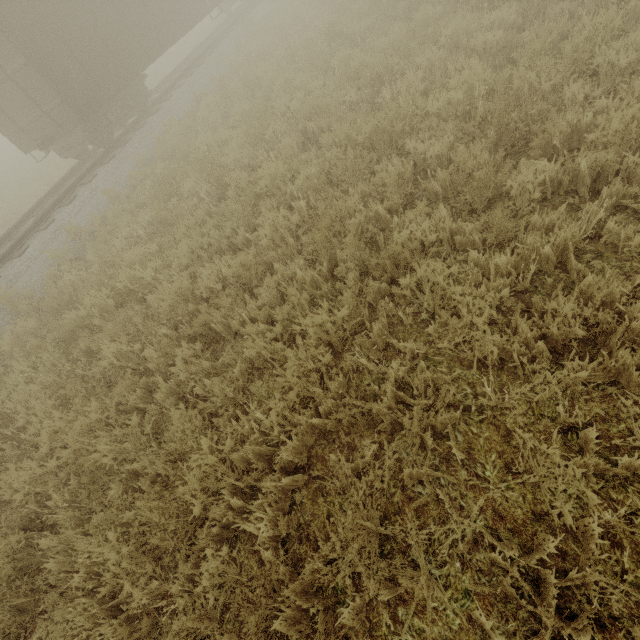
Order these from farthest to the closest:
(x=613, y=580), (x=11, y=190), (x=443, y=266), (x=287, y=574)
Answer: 1. (x=11, y=190)
2. (x=443, y=266)
3. (x=287, y=574)
4. (x=613, y=580)
